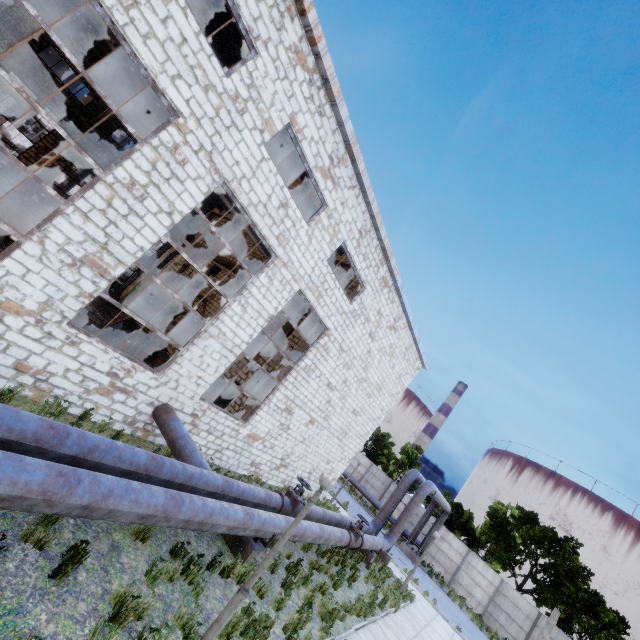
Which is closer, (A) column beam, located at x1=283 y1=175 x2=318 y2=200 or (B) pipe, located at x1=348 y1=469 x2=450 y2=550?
(A) column beam, located at x1=283 y1=175 x2=318 y2=200

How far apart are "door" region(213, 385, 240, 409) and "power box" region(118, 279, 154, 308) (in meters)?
12.38

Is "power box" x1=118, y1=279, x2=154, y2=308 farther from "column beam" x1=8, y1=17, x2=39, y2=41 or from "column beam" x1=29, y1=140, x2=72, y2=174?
"column beam" x1=8, y1=17, x2=39, y2=41

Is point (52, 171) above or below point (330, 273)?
below

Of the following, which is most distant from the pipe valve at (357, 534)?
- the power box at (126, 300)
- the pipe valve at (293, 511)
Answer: the power box at (126, 300)

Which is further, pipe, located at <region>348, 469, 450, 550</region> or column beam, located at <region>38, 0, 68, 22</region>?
pipe, located at <region>348, 469, 450, 550</region>

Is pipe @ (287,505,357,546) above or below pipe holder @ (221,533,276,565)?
above

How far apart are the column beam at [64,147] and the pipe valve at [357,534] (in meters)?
24.44
